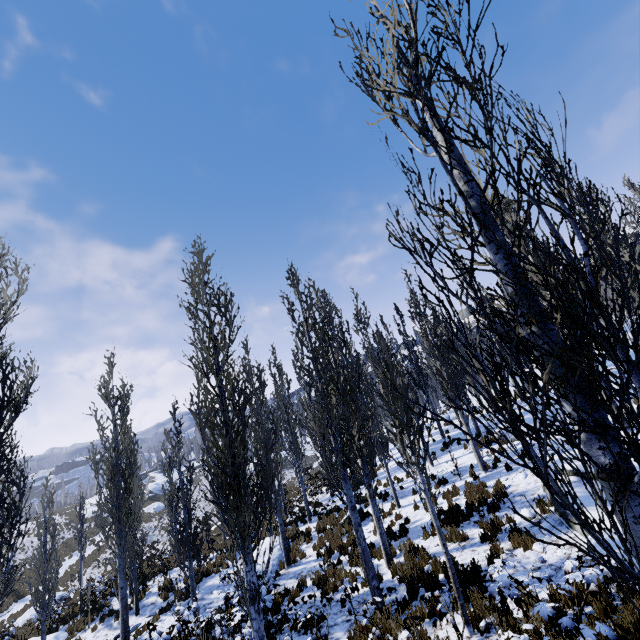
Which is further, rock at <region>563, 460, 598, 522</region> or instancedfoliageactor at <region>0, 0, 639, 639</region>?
rock at <region>563, 460, 598, 522</region>

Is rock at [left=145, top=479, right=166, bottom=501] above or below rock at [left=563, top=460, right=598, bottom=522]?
above

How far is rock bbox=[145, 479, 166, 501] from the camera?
51.90m

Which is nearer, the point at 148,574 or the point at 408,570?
the point at 408,570

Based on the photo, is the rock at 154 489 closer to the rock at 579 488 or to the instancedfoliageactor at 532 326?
Result: the instancedfoliageactor at 532 326

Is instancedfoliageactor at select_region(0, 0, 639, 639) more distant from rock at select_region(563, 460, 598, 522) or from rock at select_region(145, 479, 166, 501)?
rock at select_region(145, 479, 166, 501)

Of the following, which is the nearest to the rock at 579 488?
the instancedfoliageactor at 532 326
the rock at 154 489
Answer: the instancedfoliageactor at 532 326
